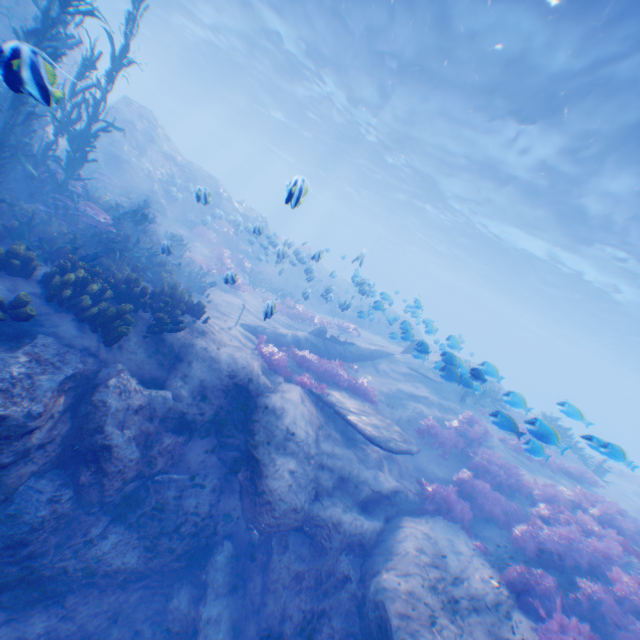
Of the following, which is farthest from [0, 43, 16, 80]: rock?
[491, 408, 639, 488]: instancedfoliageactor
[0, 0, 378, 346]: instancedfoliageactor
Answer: [491, 408, 639, 488]: instancedfoliageactor

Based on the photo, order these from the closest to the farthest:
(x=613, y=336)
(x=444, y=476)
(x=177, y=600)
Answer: (x=177, y=600)
(x=444, y=476)
(x=613, y=336)

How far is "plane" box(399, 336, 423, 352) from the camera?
8.9m

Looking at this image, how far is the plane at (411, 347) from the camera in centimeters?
895cm

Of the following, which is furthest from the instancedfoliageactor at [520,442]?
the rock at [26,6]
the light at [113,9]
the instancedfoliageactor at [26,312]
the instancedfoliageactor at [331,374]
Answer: the instancedfoliageactor at [26,312]

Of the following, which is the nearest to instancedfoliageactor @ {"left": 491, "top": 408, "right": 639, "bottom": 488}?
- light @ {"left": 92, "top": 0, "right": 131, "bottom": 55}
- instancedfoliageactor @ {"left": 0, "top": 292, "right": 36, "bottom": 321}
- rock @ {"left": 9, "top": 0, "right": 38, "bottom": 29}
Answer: rock @ {"left": 9, "top": 0, "right": 38, "bottom": 29}

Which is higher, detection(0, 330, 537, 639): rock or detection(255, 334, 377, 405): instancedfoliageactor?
detection(255, 334, 377, 405): instancedfoliageactor
